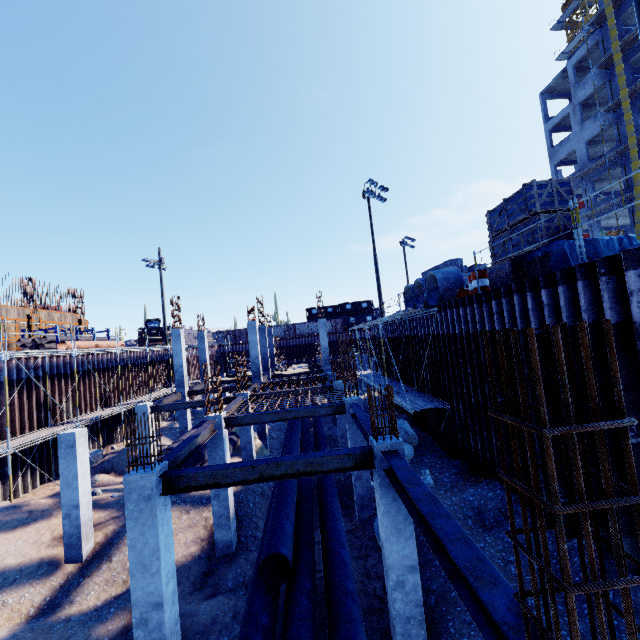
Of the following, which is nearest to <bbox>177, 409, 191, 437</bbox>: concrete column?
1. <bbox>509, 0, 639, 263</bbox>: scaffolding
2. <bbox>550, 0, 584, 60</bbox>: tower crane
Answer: <bbox>509, 0, 639, 263</bbox>: scaffolding

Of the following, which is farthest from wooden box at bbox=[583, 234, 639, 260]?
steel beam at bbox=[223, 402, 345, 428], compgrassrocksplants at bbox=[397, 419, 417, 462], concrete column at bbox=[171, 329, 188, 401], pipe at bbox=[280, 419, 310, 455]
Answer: concrete column at bbox=[171, 329, 188, 401]

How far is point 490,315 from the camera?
9.79m

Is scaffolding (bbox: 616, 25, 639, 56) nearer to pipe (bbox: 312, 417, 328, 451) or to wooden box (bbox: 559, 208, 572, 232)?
pipe (bbox: 312, 417, 328, 451)

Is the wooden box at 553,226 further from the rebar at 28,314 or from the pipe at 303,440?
the rebar at 28,314

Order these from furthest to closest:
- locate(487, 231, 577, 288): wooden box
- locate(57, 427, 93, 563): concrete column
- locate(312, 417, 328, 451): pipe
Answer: locate(312, 417, 328, 451): pipe
locate(57, 427, 93, 563): concrete column
locate(487, 231, 577, 288): wooden box

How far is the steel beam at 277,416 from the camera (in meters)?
11.52

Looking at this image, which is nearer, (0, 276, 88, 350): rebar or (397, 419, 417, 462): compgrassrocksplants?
(397, 419, 417, 462): compgrassrocksplants
